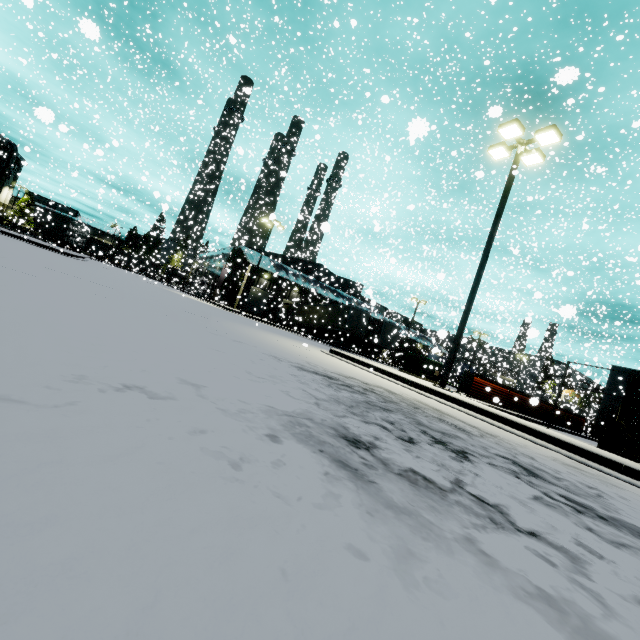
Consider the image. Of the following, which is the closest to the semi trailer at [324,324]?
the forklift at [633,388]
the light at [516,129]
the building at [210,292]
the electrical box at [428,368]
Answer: the building at [210,292]

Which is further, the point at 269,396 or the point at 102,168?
the point at 102,168

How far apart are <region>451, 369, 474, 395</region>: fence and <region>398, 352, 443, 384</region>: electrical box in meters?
2.5

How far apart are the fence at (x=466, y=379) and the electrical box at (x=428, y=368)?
2.45m

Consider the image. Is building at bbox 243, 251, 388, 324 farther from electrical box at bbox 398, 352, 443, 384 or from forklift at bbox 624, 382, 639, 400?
electrical box at bbox 398, 352, 443, 384

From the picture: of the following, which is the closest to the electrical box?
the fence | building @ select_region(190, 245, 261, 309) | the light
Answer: the fence

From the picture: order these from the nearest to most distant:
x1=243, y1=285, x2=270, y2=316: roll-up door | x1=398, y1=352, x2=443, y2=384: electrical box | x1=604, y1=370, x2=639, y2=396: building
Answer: x1=398, y1=352, x2=443, y2=384: electrical box
x1=604, y1=370, x2=639, y2=396: building
x1=243, y1=285, x2=270, y2=316: roll-up door

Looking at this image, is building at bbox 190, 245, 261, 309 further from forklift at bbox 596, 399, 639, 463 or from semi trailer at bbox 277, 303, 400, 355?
forklift at bbox 596, 399, 639, 463
